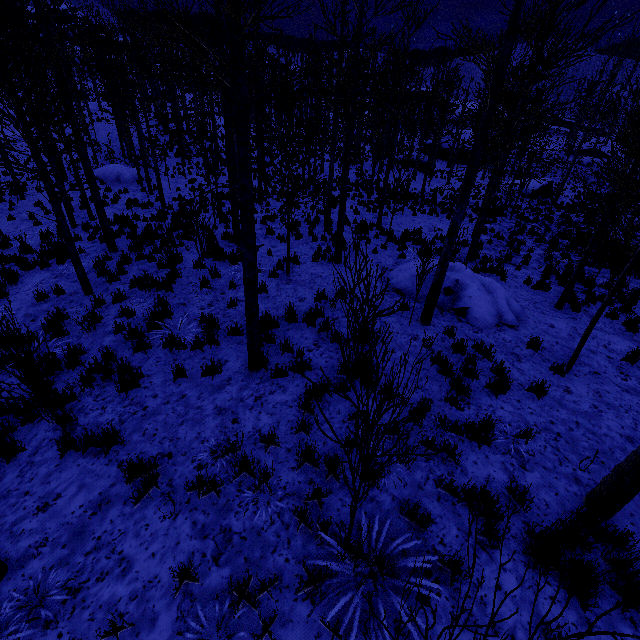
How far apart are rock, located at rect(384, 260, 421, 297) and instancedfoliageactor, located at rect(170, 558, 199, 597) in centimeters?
756cm

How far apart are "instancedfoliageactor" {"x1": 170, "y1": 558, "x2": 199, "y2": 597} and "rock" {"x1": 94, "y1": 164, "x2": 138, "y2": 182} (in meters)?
24.18

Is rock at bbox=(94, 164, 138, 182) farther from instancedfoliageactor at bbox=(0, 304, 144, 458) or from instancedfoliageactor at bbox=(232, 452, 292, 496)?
instancedfoliageactor at bbox=(232, 452, 292, 496)

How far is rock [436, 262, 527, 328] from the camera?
8.3 meters

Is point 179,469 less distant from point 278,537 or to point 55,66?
point 278,537

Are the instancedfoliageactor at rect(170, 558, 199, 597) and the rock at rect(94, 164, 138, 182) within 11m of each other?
no

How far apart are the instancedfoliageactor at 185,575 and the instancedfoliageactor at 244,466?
1.08m

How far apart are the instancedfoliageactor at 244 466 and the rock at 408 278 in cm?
598
